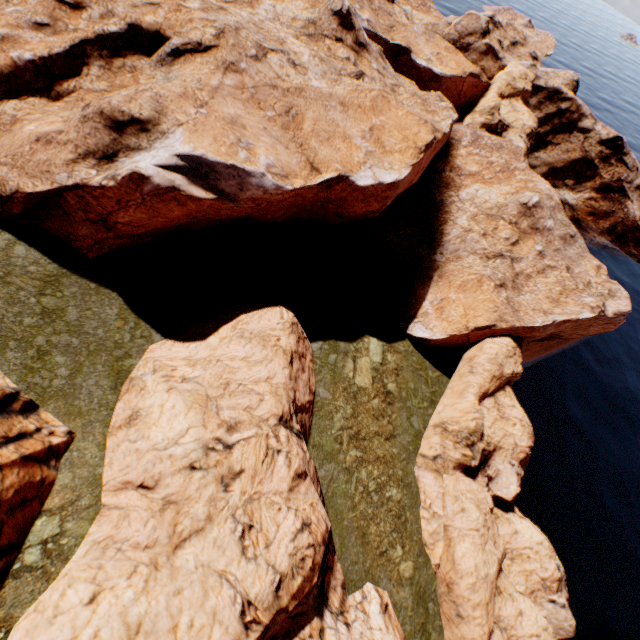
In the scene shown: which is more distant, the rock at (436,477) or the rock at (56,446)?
the rock at (436,477)

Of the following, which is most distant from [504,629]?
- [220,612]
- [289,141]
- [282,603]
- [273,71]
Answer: [273,71]

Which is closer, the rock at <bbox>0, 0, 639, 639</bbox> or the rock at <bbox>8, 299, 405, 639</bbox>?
the rock at <bbox>8, 299, 405, 639</bbox>
